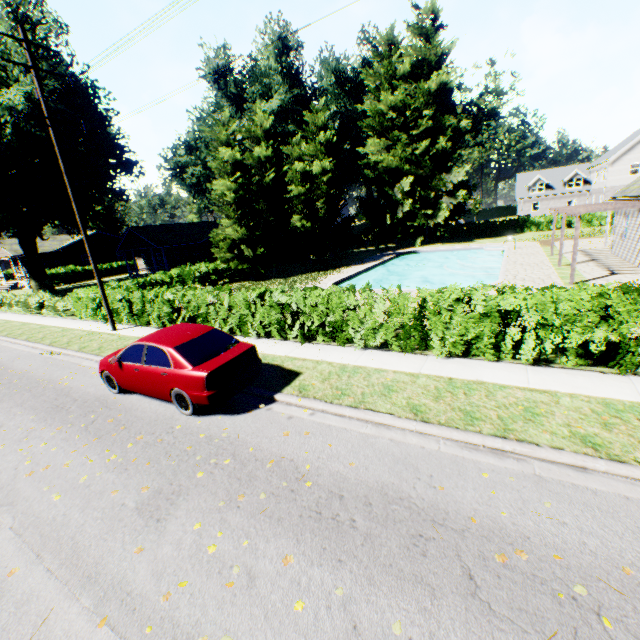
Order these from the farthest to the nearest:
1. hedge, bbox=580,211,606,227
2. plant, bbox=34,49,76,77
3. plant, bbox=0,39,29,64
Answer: hedge, bbox=580,211,606,227 < plant, bbox=34,49,76,77 < plant, bbox=0,39,29,64

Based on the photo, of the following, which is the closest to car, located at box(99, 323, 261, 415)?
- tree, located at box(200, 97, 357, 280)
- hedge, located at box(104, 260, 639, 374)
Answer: hedge, located at box(104, 260, 639, 374)

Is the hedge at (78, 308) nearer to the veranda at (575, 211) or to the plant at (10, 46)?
the plant at (10, 46)

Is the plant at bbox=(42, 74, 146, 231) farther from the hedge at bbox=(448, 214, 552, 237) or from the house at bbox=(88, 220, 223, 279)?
the house at bbox=(88, 220, 223, 279)

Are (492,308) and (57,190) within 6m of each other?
no

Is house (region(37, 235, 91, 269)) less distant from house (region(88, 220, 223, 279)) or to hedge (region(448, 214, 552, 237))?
house (region(88, 220, 223, 279))

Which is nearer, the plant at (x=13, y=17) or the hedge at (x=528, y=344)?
the hedge at (x=528, y=344)

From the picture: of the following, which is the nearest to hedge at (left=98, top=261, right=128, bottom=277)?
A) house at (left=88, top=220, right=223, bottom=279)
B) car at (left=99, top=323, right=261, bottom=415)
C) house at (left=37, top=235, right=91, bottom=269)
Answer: house at (left=37, top=235, right=91, bottom=269)
